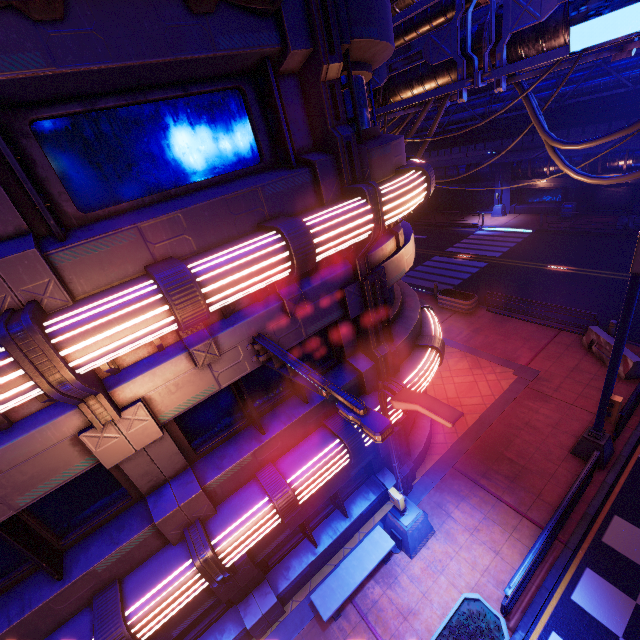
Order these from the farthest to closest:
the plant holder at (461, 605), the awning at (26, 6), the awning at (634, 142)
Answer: the awning at (634, 142), the plant holder at (461, 605), the awning at (26, 6)

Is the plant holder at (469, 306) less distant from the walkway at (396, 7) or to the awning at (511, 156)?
the walkway at (396, 7)

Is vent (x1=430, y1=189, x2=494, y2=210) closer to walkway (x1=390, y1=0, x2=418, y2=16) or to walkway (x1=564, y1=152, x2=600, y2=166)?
walkway (x1=564, y1=152, x2=600, y2=166)

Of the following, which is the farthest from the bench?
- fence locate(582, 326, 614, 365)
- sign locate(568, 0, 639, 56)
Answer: sign locate(568, 0, 639, 56)

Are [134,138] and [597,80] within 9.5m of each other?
no

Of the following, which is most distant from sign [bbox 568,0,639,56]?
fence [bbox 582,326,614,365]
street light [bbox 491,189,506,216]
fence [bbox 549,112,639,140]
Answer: street light [bbox 491,189,506,216]

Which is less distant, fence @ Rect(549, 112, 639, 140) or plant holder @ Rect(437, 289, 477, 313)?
plant holder @ Rect(437, 289, 477, 313)

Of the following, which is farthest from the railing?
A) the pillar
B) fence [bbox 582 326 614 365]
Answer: fence [bbox 582 326 614 365]
